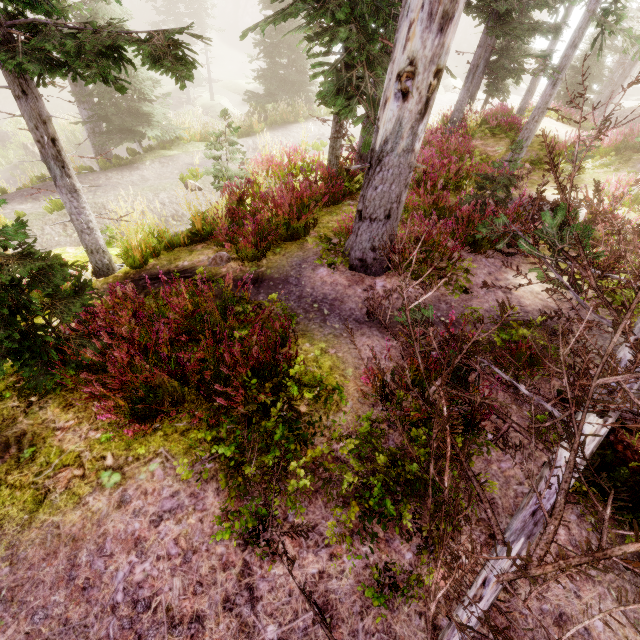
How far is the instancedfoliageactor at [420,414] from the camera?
3.25m

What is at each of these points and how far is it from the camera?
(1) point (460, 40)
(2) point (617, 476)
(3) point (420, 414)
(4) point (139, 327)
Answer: (1) rock, 44.9m
(2) tree trunk, 3.0m
(3) instancedfoliageactor, 3.1m
(4) instancedfoliageactor, 4.0m

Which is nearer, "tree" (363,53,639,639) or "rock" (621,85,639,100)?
"tree" (363,53,639,639)

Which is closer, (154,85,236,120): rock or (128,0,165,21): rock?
(154,85,236,120): rock

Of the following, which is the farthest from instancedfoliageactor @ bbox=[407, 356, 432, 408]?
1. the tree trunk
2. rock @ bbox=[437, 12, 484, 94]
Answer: the tree trunk

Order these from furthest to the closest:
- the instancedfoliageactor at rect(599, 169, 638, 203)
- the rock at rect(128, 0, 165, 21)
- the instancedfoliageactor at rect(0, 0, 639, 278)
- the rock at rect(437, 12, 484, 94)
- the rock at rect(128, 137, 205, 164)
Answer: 1. the rock at rect(128, 0, 165, 21)
2. the rock at rect(437, 12, 484, 94)
3. the rock at rect(128, 137, 205, 164)
4. the instancedfoliageactor at rect(599, 169, 638, 203)
5. the instancedfoliageactor at rect(0, 0, 639, 278)

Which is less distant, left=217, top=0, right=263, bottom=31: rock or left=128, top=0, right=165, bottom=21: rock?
left=128, top=0, right=165, bottom=21: rock

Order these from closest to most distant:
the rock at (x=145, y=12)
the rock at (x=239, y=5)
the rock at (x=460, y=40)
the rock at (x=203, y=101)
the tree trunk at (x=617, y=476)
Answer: the tree trunk at (x=617, y=476) < the rock at (x=203, y=101) < the rock at (x=460, y=40) < the rock at (x=145, y=12) < the rock at (x=239, y=5)
